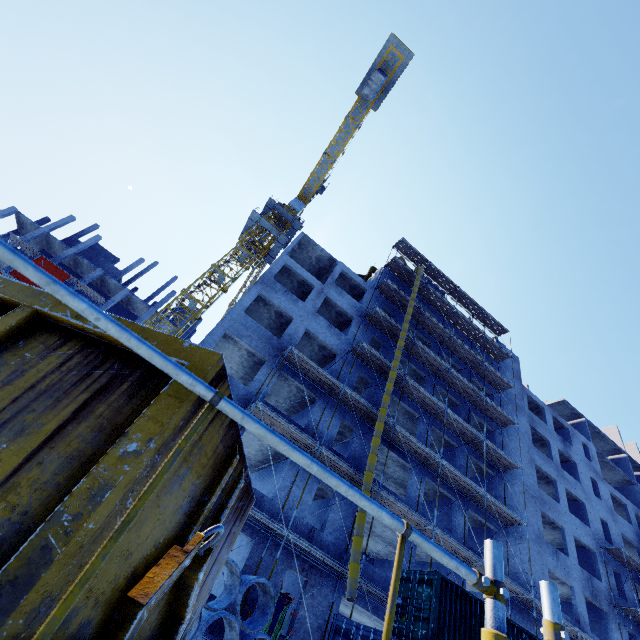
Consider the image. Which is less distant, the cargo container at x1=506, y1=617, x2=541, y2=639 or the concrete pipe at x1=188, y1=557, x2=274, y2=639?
the concrete pipe at x1=188, y1=557, x2=274, y2=639

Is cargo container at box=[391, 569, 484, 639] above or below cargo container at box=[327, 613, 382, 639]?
above

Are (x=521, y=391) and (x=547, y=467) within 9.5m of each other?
yes

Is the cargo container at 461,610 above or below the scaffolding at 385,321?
below

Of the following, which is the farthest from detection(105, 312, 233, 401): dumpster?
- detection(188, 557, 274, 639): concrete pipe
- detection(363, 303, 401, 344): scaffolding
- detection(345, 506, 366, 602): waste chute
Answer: detection(345, 506, 366, 602): waste chute

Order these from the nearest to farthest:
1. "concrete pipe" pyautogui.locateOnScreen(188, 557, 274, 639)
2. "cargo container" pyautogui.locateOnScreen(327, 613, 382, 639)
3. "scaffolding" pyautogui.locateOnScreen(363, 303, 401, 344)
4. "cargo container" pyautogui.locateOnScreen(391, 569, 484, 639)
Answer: "concrete pipe" pyautogui.locateOnScreen(188, 557, 274, 639) → "cargo container" pyautogui.locateOnScreen(327, 613, 382, 639) → "cargo container" pyautogui.locateOnScreen(391, 569, 484, 639) → "scaffolding" pyautogui.locateOnScreen(363, 303, 401, 344)

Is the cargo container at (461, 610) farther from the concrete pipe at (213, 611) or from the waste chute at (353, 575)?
the concrete pipe at (213, 611)

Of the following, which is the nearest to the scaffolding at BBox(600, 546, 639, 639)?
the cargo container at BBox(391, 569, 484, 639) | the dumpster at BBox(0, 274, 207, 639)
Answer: the cargo container at BBox(391, 569, 484, 639)
